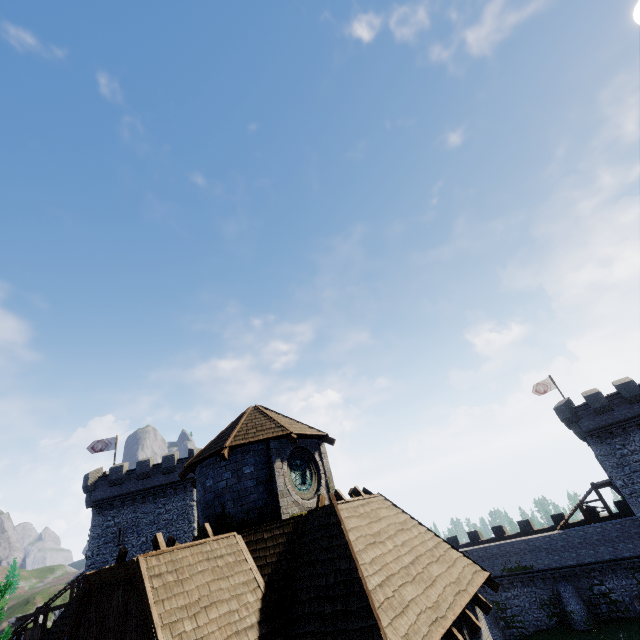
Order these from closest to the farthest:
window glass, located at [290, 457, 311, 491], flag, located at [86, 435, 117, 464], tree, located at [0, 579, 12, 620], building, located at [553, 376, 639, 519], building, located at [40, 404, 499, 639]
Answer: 1. building, located at [40, 404, 499, 639]
2. window glass, located at [290, 457, 311, 491]
3. tree, located at [0, 579, 12, 620]
4. building, located at [553, 376, 639, 519]
5. flag, located at [86, 435, 117, 464]

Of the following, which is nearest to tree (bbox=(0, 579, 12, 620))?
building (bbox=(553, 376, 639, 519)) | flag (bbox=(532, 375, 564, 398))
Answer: building (bbox=(553, 376, 639, 519))

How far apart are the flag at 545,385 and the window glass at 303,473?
35.61m

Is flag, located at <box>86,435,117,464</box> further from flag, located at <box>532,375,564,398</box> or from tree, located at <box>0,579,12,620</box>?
flag, located at <box>532,375,564,398</box>

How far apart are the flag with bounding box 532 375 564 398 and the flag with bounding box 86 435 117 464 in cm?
4897

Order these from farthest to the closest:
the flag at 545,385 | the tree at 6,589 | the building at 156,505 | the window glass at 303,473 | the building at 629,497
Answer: the flag at 545,385, the building at 629,497, the tree at 6,589, the window glass at 303,473, the building at 156,505

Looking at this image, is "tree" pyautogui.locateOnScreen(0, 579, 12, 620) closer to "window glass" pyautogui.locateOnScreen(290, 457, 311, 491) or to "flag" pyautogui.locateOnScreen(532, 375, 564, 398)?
"window glass" pyautogui.locateOnScreen(290, 457, 311, 491)

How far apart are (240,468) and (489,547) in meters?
35.9 m
